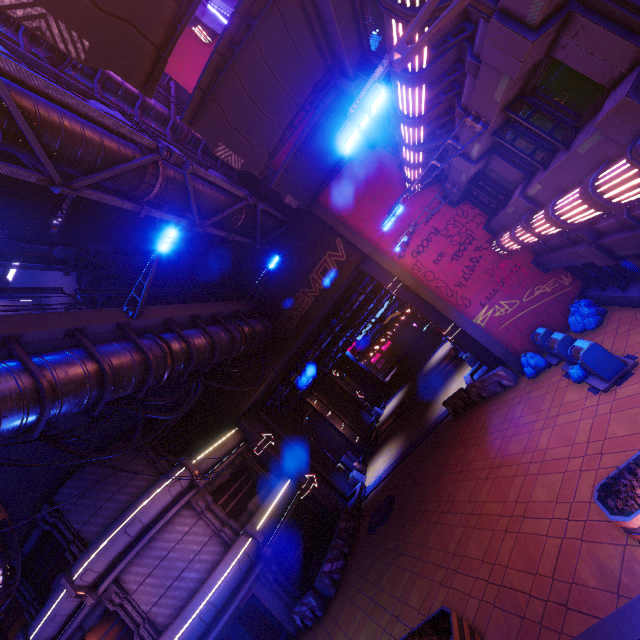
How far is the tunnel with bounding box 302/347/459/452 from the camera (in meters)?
26.80

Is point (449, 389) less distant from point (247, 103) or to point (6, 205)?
point (247, 103)

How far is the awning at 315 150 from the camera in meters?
11.6

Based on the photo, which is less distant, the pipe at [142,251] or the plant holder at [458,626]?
the plant holder at [458,626]

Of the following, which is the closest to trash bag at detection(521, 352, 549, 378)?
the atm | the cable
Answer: the cable

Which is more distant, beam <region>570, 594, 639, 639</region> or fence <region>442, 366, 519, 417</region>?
fence <region>442, 366, 519, 417</region>

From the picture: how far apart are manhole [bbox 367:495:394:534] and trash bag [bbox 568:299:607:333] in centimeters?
1107cm

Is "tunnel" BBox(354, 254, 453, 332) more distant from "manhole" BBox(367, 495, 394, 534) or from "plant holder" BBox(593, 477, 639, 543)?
"plant holder" BBox(593, 477, 639, 543)
